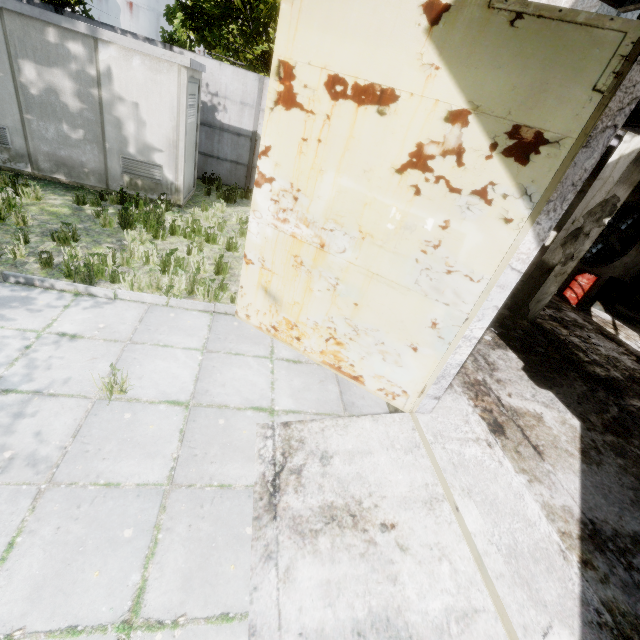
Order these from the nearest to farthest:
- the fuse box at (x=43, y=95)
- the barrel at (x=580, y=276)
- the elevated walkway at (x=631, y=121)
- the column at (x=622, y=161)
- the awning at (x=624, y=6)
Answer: A:
the awning at (x=624, y=6)
the elevated walkway at (x=631, y=121)
the column at (x=622, y=161)
the fuse box at (x=43, y=95)
the barrel at (x=580, y=276)

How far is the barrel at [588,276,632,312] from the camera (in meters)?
9.91

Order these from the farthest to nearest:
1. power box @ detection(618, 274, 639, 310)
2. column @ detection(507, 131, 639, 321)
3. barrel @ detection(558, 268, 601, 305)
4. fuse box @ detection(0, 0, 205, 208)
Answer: power box @ detection(618, 274, 639, 310) → barrel @ detection(558, 268, 601, 305) → fuse box @ detection(0, 0, 205, 208) → column @ detection(507, 131, 639, 321)

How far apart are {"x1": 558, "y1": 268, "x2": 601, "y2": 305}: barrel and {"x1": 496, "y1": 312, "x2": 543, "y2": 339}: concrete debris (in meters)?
3.49

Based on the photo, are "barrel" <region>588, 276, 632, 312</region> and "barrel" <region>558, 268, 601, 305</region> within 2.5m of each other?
yes

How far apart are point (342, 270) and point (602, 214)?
6.5m

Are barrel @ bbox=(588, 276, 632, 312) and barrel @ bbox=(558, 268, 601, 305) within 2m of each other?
yes

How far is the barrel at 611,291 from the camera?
9.91m
